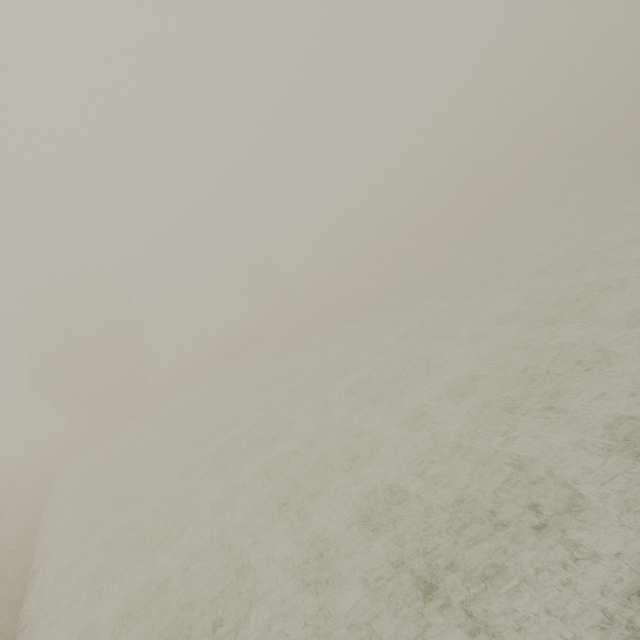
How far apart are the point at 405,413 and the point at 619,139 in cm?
7811
